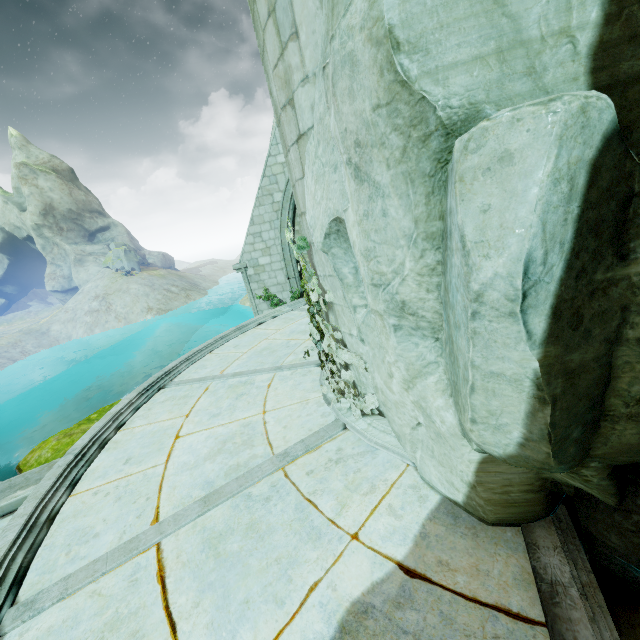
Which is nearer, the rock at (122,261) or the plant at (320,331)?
the plant at (320,331)

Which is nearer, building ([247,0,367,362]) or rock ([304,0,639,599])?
rock ([304,0,639,599])

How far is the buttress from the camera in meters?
11.3

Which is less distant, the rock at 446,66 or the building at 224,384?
the rock at 446,66

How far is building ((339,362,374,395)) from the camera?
4.1 meters

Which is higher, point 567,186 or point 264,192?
point 264,192

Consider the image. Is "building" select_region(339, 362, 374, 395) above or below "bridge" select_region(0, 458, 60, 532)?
above

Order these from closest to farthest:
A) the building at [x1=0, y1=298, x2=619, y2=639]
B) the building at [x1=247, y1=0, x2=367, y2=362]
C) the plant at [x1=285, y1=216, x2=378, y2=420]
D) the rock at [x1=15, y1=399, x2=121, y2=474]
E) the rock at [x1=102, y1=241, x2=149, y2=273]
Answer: the building at [x1=0, y1=298, x2=619, y2=639] → the building at [x1=247, y1=0, x2=367, y2=362] → the plant at [x1=285, y1=216, x2=378, y2=420] → the rock at [x1=15, y1=399, x2=121, y2=474] → the rock at [x1=102, y1=241, x2=149, y2=273]
